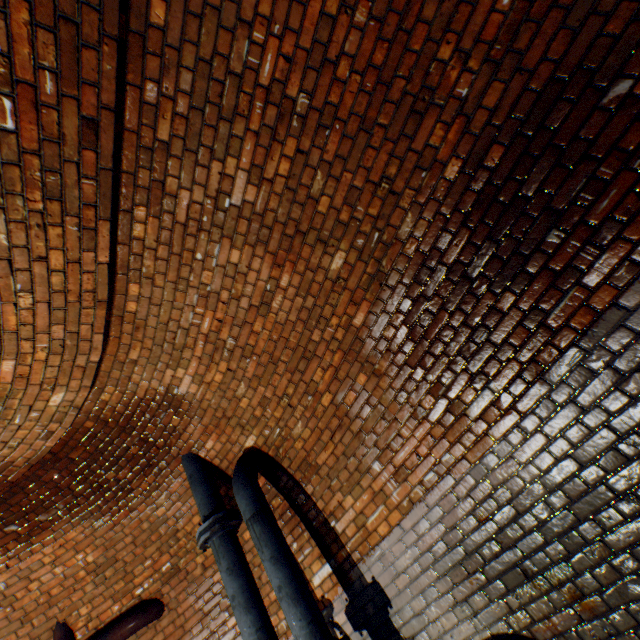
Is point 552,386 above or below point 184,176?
below

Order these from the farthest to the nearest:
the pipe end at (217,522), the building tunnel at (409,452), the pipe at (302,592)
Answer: the pipe end at (217,522), the pipe at (302,592), the building tunnel at (409,452)

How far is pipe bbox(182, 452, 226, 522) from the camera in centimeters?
341cm

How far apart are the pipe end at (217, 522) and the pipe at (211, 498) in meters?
0.1

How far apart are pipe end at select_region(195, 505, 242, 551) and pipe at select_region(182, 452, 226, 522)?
0.09m

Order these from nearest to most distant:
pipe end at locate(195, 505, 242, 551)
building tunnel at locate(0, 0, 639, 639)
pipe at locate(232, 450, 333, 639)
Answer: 1. building tunnel at locate(0, 0, 639, 639)
2. pipe at locate(232, 450, 333, 639)
3. pipe end at locate(195, 505, 242, 551)

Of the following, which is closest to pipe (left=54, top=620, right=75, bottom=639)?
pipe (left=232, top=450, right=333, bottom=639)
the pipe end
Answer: the pipe end

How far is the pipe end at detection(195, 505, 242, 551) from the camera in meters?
3.2 m
